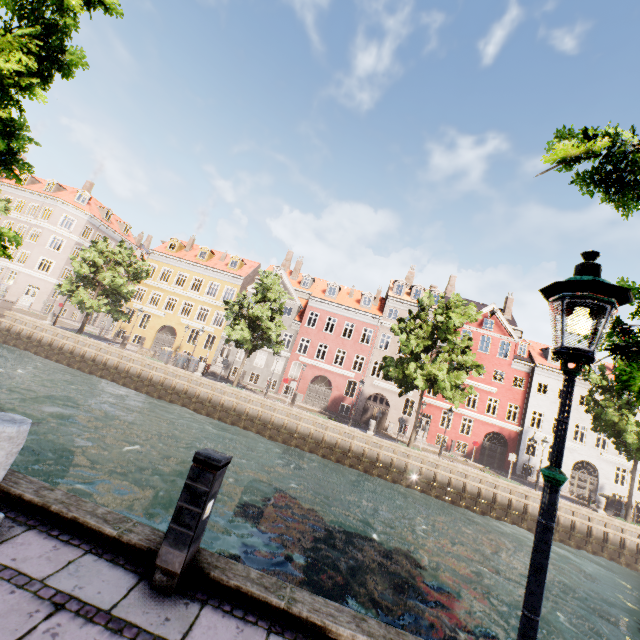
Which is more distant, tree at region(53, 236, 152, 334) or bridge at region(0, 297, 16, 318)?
bridge at region(0, 297, 16, 318)

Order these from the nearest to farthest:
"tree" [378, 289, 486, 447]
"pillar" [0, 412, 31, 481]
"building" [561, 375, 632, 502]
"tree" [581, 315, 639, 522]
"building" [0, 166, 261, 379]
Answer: "pillar" [0, 412, 31, 481], "tree" [581, 315, 639, 522], "tree" [378, 289, 486, 447], "building" [561, 375, 632, 502], "building" [0, 166, 261, 379]

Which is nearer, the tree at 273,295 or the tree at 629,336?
the tree at 629,336

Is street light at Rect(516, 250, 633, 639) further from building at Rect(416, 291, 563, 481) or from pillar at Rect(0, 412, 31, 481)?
building at Rect(416, 291, 563, 481)

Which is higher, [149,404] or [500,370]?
[500,370]

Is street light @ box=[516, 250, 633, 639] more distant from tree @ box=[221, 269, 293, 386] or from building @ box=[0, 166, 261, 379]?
building @ box=[0, 166, 261, 379]

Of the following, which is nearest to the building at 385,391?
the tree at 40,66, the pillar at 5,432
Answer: the tree at 40,66

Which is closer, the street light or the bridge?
the street light
